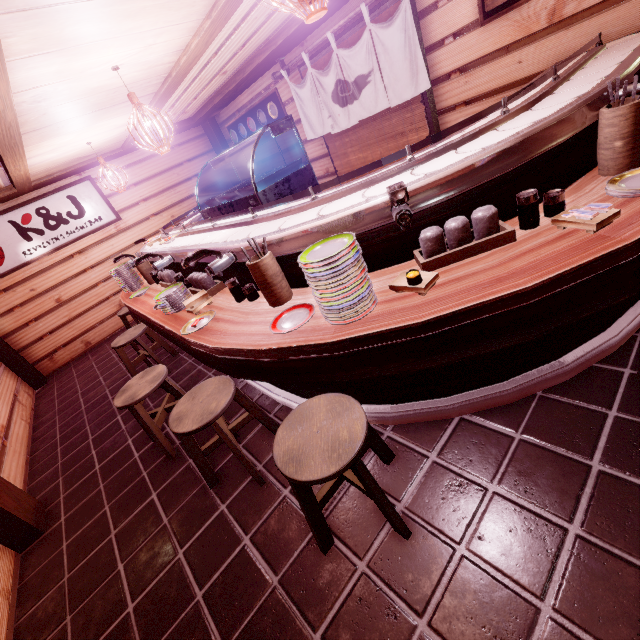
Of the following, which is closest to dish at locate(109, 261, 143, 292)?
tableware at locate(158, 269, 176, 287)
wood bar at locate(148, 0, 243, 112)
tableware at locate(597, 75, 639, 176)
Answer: tableware at locate(158, 269, 176, 287)

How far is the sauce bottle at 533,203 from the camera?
2.70m

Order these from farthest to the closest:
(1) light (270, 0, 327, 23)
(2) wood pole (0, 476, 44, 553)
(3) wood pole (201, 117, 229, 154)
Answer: (3) wood pole (201, 117, 229, 154) → (2) wood pole (0, 476, 44, 553) → (1) light (270, 0, 327, 23)

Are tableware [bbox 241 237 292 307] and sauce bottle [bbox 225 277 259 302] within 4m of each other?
yes

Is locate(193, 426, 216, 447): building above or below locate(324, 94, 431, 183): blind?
below

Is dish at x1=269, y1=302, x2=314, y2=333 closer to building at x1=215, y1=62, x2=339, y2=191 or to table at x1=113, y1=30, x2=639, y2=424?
table at x1=113, y1=30, x2=639, y2=424

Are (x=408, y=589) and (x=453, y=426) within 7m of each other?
yes

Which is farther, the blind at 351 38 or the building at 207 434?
the blind at 351 38
